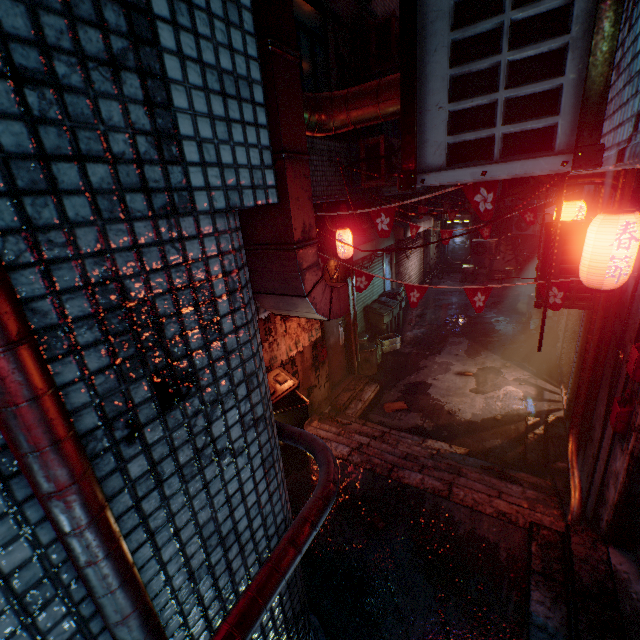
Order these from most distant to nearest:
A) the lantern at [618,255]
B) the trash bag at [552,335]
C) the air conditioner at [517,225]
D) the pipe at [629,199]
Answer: the air conditioner at [517,225], the trash bag at [552,335], the pipe at [629,199], the lantern at [618,255]

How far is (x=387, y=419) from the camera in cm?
581

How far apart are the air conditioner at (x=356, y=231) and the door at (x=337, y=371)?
1.4m

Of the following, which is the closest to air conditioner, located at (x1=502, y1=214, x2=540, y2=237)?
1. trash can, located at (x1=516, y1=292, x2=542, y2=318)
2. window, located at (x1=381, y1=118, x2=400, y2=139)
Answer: trash can, located at (x1=516, y1=292, x2=542, y2=318)

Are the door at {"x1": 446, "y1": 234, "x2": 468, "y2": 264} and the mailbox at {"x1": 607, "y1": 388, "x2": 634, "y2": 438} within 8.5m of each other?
no

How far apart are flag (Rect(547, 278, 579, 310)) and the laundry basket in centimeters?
466cm

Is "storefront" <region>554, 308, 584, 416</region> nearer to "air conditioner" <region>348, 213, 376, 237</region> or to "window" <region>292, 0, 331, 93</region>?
"air conditioner" <region>348, 213, 376, 237</region>

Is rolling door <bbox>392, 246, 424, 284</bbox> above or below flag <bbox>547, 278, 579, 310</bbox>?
below
